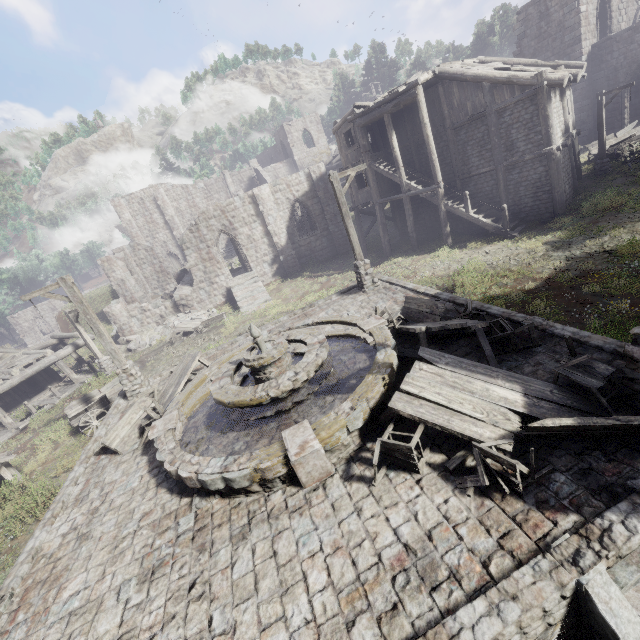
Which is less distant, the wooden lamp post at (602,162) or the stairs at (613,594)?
the stairs at (613,594)

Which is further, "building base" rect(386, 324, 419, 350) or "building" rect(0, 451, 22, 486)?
"building" rect(0, 451, 22, 486)

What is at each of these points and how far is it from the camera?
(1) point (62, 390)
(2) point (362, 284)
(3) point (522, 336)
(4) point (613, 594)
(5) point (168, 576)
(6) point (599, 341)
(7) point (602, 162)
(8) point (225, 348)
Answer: (1) building, 20.94m
(2) wooden lamp post, 13.43m
(3) building base, 7.15m
(4) stairs, 3.14m
(5) building base, 4.93m
(6) building base, 6.04m
(7) wooden lamp post, 18.94m
(8) building base, 13.33m

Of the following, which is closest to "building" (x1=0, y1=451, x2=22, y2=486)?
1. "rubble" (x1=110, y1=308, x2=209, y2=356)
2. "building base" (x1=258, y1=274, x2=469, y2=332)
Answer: "rubble" (x1=110, y1=308, x2=209, y2=356)

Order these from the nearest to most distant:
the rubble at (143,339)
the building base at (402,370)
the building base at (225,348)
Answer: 1. the building base at (402,370)
2. the building base at (225,348)
3. the rubble at (143,339)

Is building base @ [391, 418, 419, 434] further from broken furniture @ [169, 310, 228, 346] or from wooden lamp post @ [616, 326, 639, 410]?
broken furniture @ [169, 310, 228, 346]

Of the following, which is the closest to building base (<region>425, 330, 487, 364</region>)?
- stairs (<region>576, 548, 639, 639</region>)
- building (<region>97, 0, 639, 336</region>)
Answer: stairs (<region>576, 548, 639, 639</region>)

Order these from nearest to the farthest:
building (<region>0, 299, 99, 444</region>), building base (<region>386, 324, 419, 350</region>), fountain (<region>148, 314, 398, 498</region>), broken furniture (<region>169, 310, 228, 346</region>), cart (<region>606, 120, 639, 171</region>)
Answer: fountain (<region>148, 314, 398, 498</region>) → building base (<region>386, 324, 419, 350</region>) → building (<region>0, 299, 99, 444</region>) → cart (<region>606, 120, 639, 171</region>) → broken furniture (<region>169, 310, 228, 346</region>)
